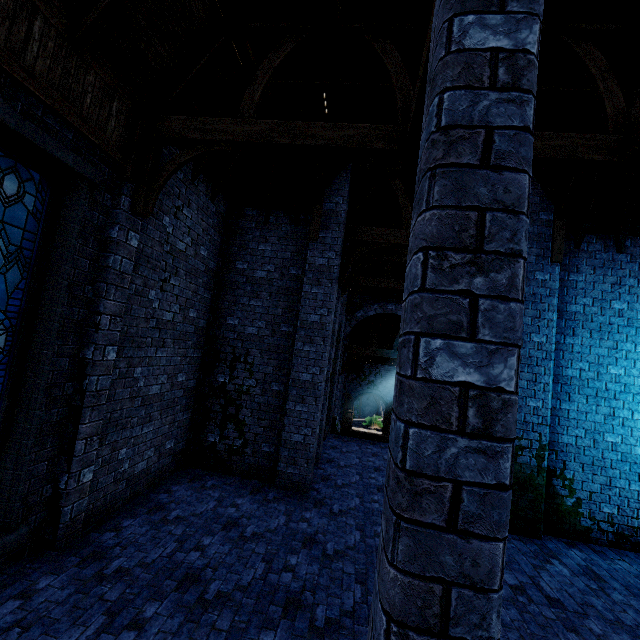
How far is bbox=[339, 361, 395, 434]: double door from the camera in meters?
24.6

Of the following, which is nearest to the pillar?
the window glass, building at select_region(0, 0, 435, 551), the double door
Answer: building at select_region(0, 0, 435, 551)

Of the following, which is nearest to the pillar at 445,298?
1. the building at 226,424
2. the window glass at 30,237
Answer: the building at 226,424

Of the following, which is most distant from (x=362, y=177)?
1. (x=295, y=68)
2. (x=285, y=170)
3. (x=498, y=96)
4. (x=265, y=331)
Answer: (x=498, y=96)

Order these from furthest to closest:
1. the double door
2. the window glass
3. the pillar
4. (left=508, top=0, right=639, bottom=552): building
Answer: the double door → (left=508, top=0, right=639, bottom=552): building → the window glass → the pillar

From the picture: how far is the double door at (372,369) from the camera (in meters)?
24.61

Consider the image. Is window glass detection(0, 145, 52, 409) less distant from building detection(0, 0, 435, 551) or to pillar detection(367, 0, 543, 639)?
building detection(0, 0, 435, 551)

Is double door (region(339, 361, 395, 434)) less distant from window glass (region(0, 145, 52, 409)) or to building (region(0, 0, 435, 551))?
building (region(0, 0, 435, 551))
